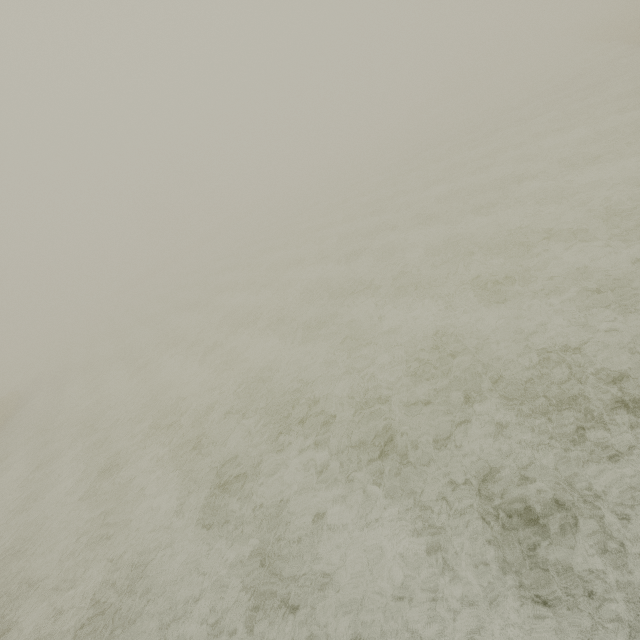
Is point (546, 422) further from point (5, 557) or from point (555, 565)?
point (5, 557)
